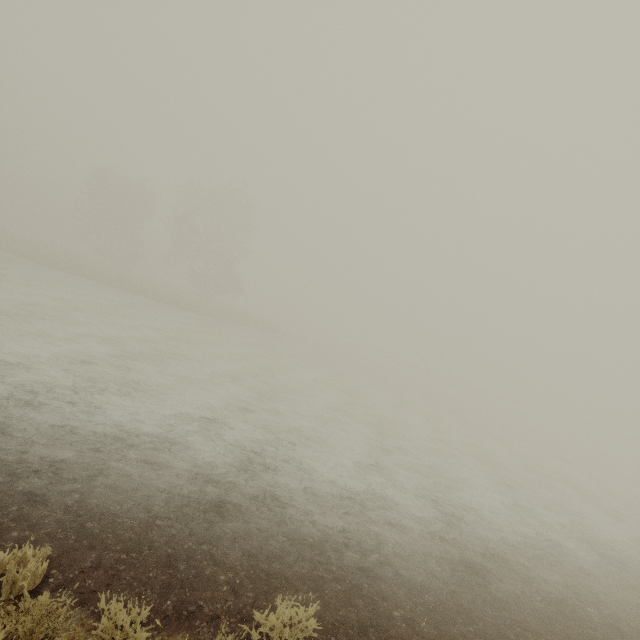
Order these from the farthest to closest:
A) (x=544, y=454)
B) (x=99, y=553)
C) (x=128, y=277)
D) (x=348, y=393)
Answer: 1. (x=128, y=277)
2. (x=544, y=454)
3. (x=348, y=393)
4. (x=99, y=553)
